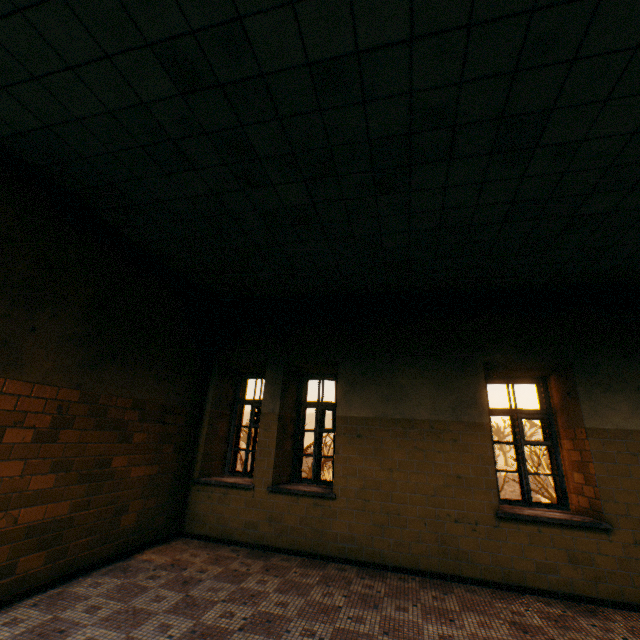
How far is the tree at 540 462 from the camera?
17.6 meters

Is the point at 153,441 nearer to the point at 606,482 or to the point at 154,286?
the point at 154,286

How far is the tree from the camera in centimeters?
1759cm
